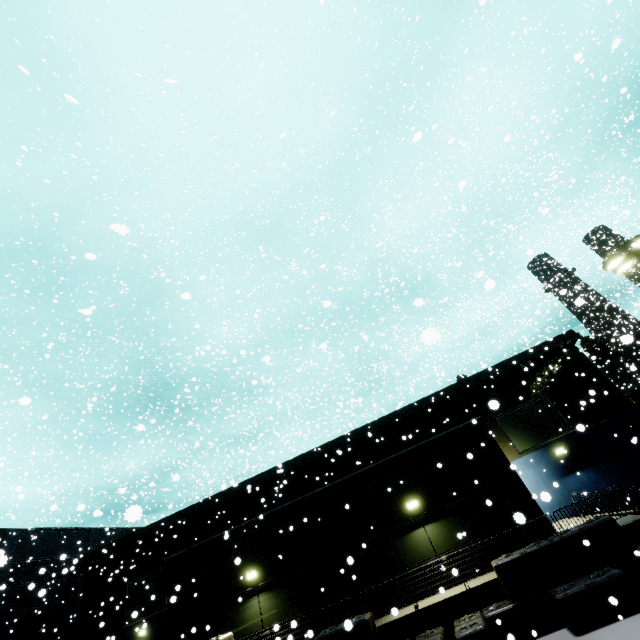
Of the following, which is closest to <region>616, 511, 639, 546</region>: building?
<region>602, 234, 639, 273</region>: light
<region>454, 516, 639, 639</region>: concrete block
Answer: <region>454, 516, 639, 639</region>: concrete block

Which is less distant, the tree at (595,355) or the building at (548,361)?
the building at (548,361)

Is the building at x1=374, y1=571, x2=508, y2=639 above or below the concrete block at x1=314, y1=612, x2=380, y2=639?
below

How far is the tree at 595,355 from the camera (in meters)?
36.96

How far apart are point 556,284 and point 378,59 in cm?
5241

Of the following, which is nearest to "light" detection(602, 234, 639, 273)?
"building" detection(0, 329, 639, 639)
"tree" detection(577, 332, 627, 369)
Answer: "building" detection(0, 329, 639, 639)

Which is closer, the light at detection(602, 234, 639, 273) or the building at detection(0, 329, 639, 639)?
the building at detection(0, 329, 639, 639)

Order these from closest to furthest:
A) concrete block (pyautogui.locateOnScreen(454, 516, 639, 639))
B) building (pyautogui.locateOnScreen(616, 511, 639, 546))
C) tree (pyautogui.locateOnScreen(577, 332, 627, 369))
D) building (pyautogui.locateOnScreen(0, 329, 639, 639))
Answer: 1. concrete block (pyautogui.locateOnScreen(454, 516, 639, 639))
2. building (pyautogui.locateOnScreen(616, 511, 639, 546))
3. building (pyautogui.locateOnScreen(0, 329, 639, 639))
4. tree (pyautogui.locateOnScreen(577, 332, 627, 369))
